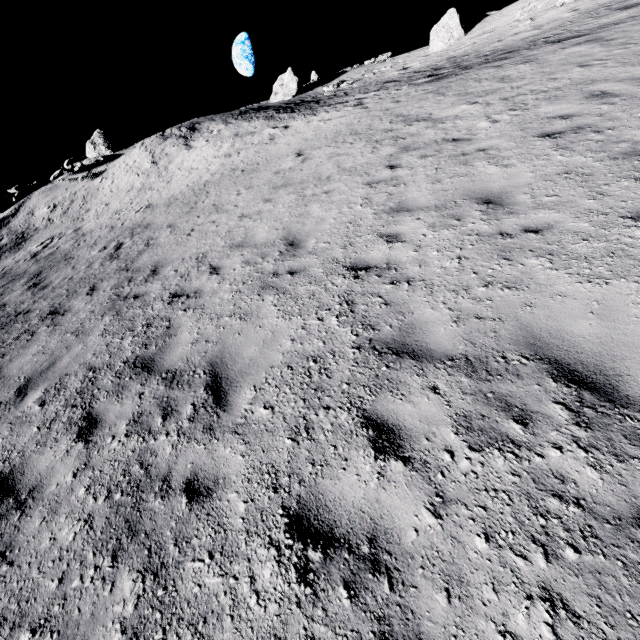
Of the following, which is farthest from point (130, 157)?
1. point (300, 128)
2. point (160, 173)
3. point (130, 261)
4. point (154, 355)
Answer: point (154, 355)

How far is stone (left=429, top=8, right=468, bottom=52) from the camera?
27.14m

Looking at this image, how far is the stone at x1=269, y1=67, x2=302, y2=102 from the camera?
31.4m

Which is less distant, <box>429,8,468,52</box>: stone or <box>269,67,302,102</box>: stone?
<box>429,8,468,52</box>: stone

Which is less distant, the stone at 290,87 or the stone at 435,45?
the stone at 435,45

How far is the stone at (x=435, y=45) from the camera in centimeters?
2714cm

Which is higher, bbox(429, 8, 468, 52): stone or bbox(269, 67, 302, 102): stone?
bbox(269, 67, 302, 102): stone
